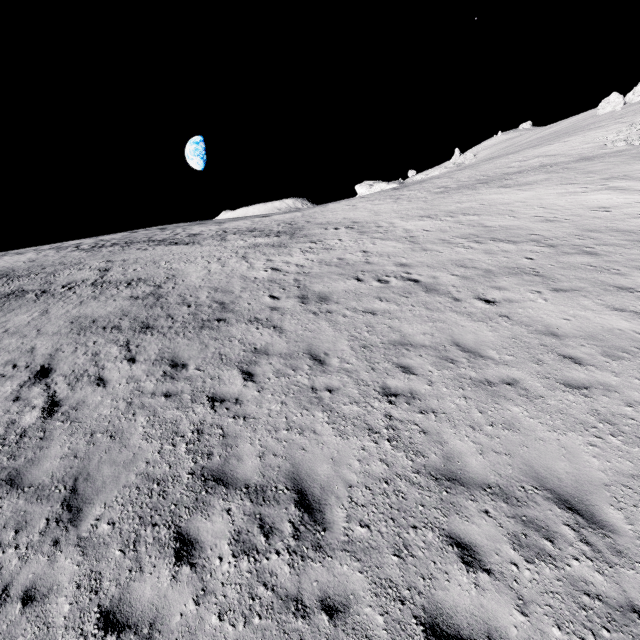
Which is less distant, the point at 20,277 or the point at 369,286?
the point at 369,286
